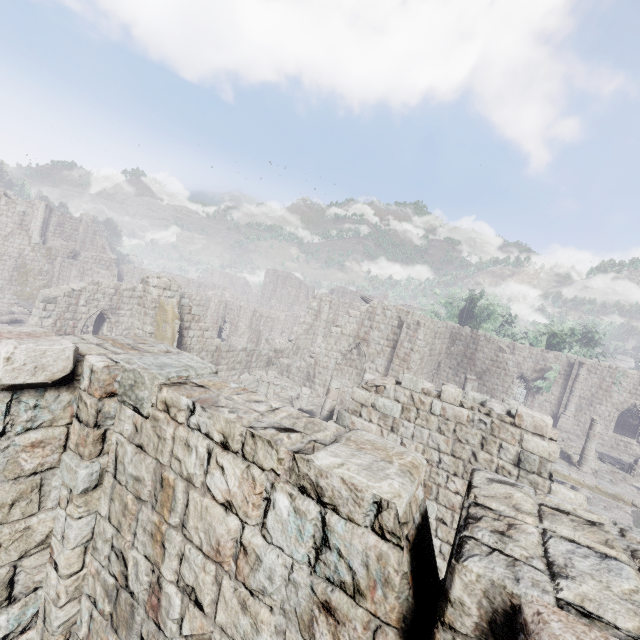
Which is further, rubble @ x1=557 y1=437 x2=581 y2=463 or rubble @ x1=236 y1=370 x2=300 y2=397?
rubble @ x1=557 y1=437 x2=581 y2=463

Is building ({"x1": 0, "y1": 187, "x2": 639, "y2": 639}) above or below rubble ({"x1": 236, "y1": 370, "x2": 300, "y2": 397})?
above

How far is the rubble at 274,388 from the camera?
19.4 meters

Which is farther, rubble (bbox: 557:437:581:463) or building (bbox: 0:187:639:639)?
rubble (bbox: 557:437:581:463)

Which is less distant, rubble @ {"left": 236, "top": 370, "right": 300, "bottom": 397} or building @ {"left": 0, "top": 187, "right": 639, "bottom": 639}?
building @ {"left": 0, "top": 187, "right": 639, "bottom": 639}

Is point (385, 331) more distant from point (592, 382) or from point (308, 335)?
point (592, 382)

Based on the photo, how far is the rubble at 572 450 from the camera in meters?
20.6 m

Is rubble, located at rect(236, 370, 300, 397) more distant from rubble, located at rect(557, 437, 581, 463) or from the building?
rubble, located at rect(557, 437, 581, 463)
